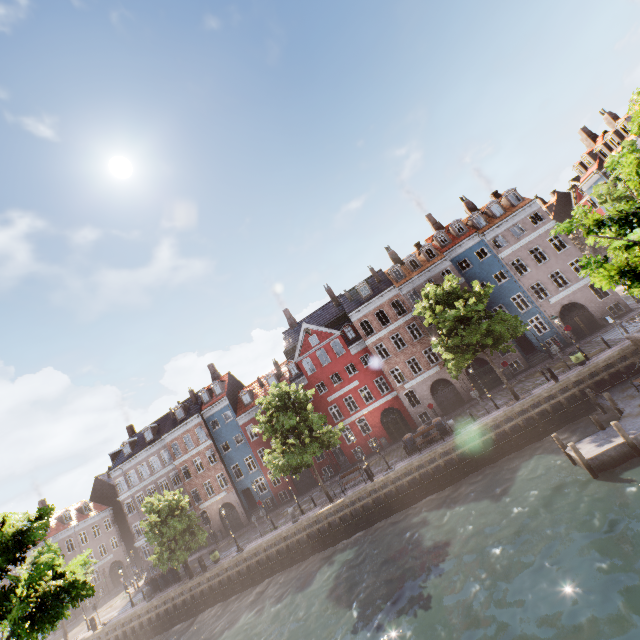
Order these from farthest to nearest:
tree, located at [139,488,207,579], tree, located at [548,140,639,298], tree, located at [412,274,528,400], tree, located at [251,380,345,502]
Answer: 1. tree, located at [139,488,207,579]
2. tree, located at [251,380,345,502]
3. tree, located at [412,274,528,400]
4. tree, located at [548,140,639,298]

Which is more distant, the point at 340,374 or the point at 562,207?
the point at 562,207

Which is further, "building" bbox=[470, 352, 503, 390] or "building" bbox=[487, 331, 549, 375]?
"building" bbox=[470, 352, 503, 390]

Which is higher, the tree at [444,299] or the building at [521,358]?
the tree at [444,299]

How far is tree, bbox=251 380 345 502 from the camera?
24.1 meters

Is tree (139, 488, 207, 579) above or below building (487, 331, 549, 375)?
above

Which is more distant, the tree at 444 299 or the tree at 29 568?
the tree at 444 299
